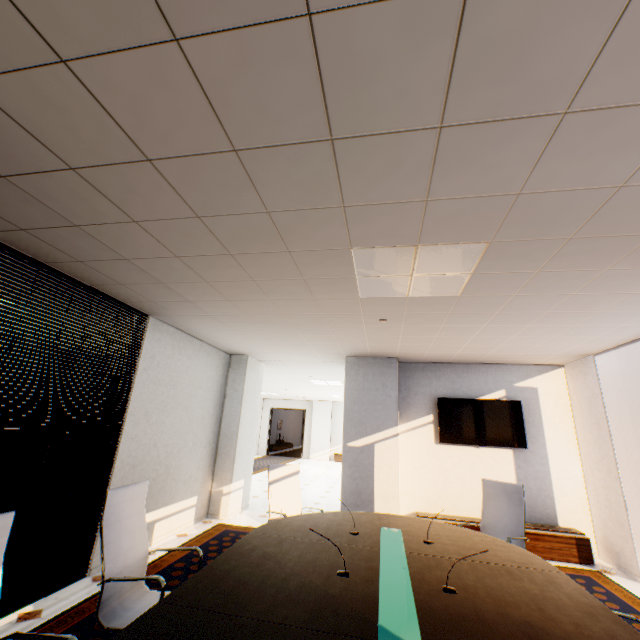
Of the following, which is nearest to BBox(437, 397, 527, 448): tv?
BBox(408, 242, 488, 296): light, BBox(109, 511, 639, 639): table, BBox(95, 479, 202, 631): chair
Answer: BBox(109, 511, 639, 639): table

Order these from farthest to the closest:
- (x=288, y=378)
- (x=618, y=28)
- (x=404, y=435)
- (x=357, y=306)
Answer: (x=288, y=378)
(x=404, y=435)
(x=357, y=306)
(x=618, y=28)

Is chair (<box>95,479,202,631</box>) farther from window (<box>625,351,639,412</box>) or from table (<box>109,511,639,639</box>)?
window (<box>625,351,639,412</box>)

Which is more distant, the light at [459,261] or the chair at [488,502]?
the chair at [488,502]

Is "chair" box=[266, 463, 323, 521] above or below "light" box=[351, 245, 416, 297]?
A: below

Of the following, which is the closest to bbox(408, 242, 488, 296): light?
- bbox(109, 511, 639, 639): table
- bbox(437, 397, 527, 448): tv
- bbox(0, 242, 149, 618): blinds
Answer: bbox(109, 511, 639, 639): table

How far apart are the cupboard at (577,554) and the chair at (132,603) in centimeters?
394cm

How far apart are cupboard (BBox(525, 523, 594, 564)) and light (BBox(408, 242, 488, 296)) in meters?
4.0
